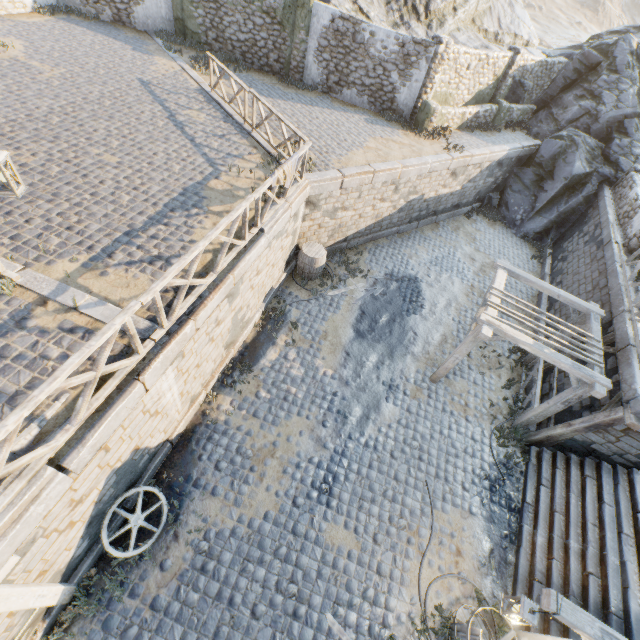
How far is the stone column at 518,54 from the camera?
15.97m

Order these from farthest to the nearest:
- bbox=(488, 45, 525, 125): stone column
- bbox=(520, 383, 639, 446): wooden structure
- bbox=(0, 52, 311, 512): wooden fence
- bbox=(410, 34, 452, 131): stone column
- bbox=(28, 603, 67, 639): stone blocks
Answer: bbox=(488, 45, 525, 125): stone column
bbox=(410, 34, 452, 131): stone column
bbox=(520, 383, 639, 446): wooden structure
bbox=(28, 603, 67, 639): stone blocks
bbox=(0, 52, 311, 512): wooden fence

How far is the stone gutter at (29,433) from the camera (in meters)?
4.19

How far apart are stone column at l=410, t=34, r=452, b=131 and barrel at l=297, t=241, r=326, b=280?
8.0m

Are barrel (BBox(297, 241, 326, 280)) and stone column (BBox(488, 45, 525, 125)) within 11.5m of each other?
no

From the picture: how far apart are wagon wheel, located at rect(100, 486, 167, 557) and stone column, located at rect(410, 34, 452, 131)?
16.66m

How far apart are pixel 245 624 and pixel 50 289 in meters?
7.2 m

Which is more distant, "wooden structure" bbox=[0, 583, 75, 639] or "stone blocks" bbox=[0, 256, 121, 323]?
"stone blocks" bbox=[0, 256, 121, 323]
